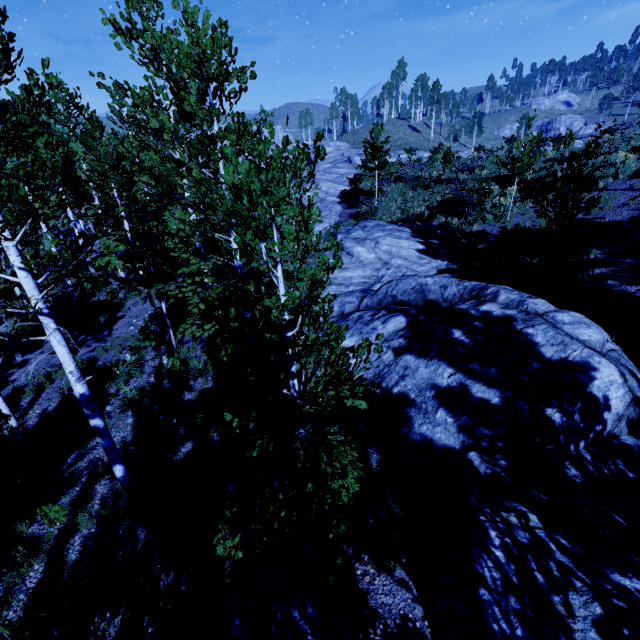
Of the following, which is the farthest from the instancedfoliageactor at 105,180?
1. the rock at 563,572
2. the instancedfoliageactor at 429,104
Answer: the instancedfoliageactor at 429,104

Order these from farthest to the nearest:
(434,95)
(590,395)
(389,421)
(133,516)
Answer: (434,95) → (389,421) → (133,516) → (590,395)

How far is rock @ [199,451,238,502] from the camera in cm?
712

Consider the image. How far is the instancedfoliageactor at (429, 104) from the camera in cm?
5754

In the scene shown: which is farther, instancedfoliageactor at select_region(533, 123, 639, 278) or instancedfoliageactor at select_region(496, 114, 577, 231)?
instancedfoliageactor at select_region(496, 114, 577, 231)

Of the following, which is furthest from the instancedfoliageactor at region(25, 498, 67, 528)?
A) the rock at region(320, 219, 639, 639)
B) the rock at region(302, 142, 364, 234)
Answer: the rock at region(302, 142, 364, 234)

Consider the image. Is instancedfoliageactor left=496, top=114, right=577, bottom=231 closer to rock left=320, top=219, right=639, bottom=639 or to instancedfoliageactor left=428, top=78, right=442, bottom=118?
rock left=320, top=219, right=639, bottom=639
